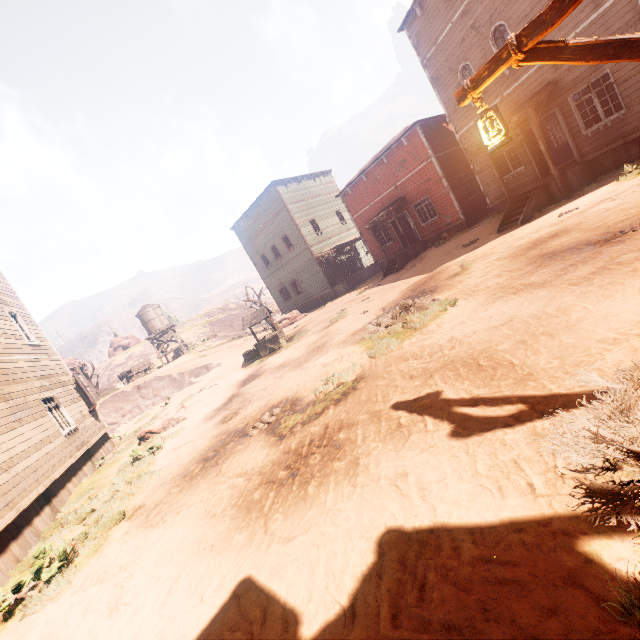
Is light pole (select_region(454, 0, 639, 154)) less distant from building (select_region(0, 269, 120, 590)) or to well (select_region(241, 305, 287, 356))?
building (select_region(0, 269, 120, 590))

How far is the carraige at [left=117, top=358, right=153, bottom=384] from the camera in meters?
31.4 m

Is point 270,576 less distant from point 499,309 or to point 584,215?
point 499,309

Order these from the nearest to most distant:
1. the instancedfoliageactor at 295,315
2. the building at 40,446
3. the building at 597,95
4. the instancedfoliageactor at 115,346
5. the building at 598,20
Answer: the building at 40,446 < the building at 598,20 < the building at 597,95 < the instancedfoliageactor at 295,315 < the instancedfoliageactor at 115,346

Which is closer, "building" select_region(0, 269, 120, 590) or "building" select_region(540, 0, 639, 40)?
"building" select_region(0, 269, 120, 590)

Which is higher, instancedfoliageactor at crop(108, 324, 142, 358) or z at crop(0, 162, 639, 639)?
instancedfoliageactor at crop(108, 324, 142, 358)

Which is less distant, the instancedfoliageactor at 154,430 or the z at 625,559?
the z at 625,559

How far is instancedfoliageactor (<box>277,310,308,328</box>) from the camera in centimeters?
2767cm
